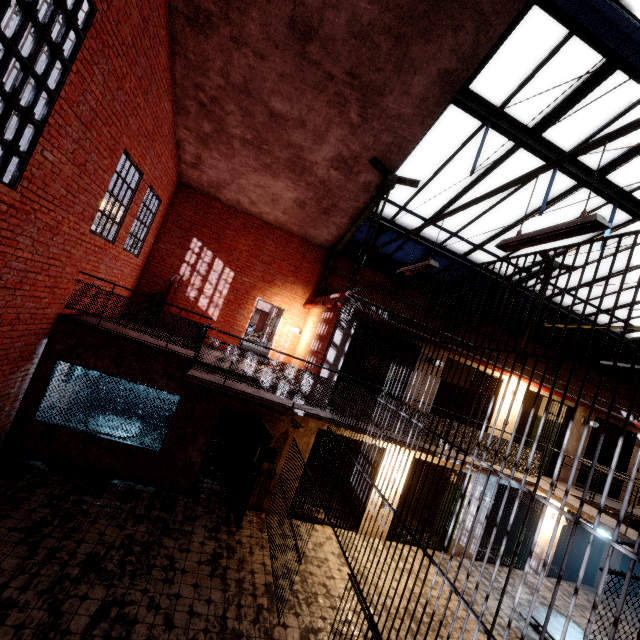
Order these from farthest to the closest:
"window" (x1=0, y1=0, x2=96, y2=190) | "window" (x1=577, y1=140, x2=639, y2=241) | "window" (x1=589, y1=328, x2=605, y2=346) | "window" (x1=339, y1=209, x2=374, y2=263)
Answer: "window" (x1=589, y1=328, x2=605, y2=346) < "window" (x1=339, y1=209, x2=374, y2=263) < "window" (x1=577, y1=140, x2=639, y2=241) < "window" (x1=0, y1=0, x2=96, y2=190)

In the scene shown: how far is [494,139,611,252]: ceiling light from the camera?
2.98m

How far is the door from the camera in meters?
7.1

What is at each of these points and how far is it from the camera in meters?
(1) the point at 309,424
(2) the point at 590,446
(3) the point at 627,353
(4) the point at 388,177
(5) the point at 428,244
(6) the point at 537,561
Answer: (1) building, 8.3
(2) building, 12.4
(3) window, 14.3
(4) support beam, 8.7
(5) window, 10.7
(6) building, 10.2

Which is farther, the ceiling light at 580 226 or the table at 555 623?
the table at 555 623

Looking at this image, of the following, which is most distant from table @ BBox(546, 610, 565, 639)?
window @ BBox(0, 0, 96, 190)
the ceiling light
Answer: window @ BBox(0, 0, 96, 190)

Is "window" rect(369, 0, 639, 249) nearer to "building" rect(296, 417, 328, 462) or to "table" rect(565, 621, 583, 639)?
"building" rect(296, 417, 328, 462)

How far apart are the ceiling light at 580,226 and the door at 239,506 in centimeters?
570cm
